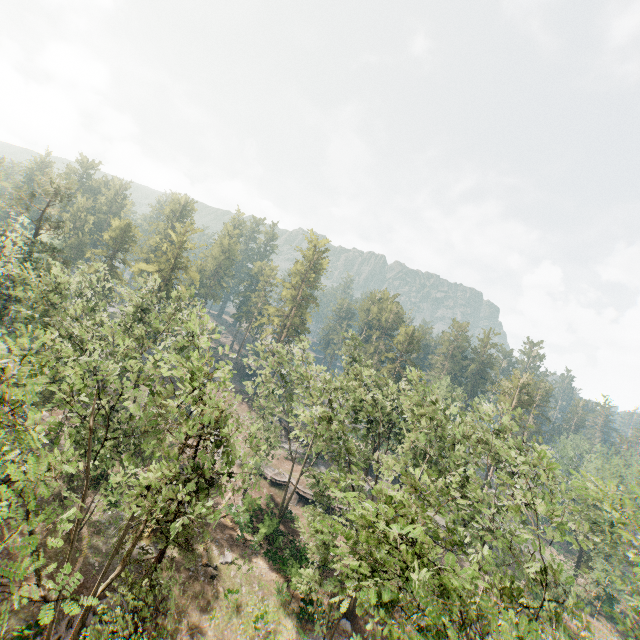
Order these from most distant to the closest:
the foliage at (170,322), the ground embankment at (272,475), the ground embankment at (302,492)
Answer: the ground embankment at (272,475) < the ground embankment at (302,492) < the foliage at (170,322)

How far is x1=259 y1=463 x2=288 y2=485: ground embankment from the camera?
40.3m

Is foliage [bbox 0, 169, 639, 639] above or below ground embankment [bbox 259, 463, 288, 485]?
above

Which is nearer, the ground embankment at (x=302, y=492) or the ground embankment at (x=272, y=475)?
the ground embankment at (x=302, y=492)

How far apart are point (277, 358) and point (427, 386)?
21.0m

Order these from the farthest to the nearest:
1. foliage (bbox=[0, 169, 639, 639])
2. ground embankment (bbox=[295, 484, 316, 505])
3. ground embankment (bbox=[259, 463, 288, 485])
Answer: ground embankment (bbox=[259, 463, 288, 485])
ground embankment (bbox=[295, 484, 316, 505])
foliage (bbox=[0, 169, 639, 639])

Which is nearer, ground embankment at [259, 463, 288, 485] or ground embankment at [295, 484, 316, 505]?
ground embankment at [295, 484, 316, 505]
